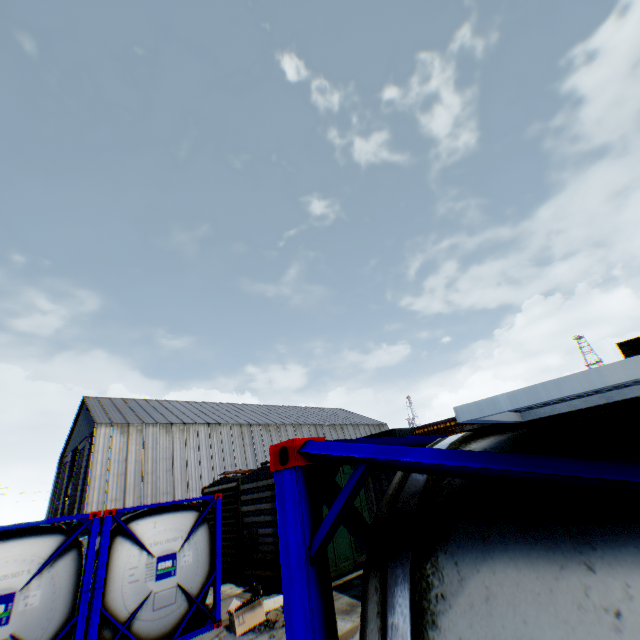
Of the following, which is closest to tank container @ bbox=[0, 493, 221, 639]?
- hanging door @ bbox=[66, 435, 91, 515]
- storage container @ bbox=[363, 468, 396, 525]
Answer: storage container @ bbox=[363, 468, 396, 525]

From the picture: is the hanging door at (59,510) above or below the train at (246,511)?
above

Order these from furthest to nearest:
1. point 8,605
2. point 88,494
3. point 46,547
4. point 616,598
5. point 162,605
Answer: point 88,494 < point 162,605 < point 46,547 < point 8,605 < point 616,598

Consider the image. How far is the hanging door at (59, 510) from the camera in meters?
38.3 m

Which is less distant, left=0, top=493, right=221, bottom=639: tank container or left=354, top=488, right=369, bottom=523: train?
left=0, top=493, right=221, bottom=639: tank container

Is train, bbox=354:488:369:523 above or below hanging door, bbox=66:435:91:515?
below

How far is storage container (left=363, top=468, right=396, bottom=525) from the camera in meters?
8.2 m

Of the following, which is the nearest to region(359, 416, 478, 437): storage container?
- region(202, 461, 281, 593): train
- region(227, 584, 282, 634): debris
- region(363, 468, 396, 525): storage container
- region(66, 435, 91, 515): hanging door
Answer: region(202, 461, 281, 593): train
